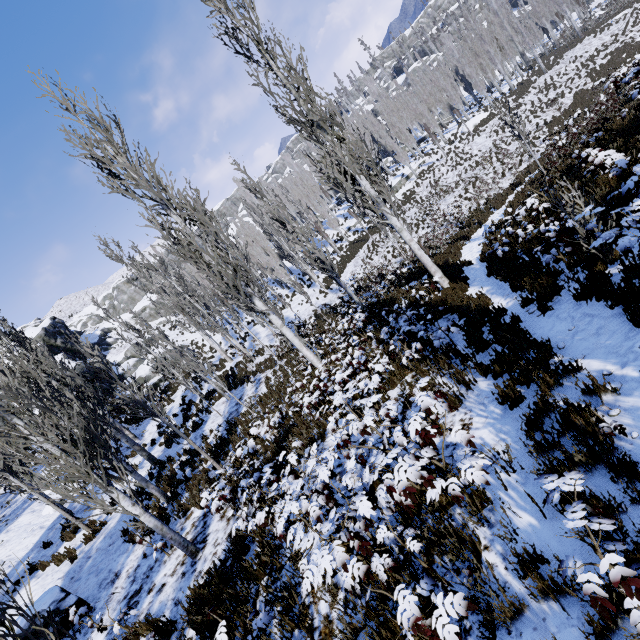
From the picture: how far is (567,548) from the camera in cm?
A: 293

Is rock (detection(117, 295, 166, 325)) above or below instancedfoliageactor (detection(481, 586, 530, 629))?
above

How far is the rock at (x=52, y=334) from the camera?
36.4m

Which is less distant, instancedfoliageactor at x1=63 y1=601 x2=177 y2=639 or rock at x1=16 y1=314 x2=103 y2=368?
instancedfoliageactor at x1=63 y1=601 x2=177 y2=639

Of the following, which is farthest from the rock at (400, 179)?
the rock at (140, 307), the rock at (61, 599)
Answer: the rock at (61, 599)

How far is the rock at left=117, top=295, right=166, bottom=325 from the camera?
53.90m

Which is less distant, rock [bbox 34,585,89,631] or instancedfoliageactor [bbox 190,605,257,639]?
instancedfoliageactor [bbox 190,605,257,639]

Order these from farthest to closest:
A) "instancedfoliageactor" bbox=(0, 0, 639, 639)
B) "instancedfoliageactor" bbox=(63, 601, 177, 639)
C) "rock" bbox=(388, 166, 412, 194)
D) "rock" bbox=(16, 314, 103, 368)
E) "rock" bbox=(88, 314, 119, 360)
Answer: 1. "rock" bbox=(88, 314, 119, 360)
2. "rock" bbox=(388, 166, 412, 194)
3. "rock" bbox=(16, 314, 103, 368)
4. "instancedfoliageactor" bbox=(63, 601, 177, 639)
5. "instancedfoliageactor" bbox=(0, 0, 639, 639)
